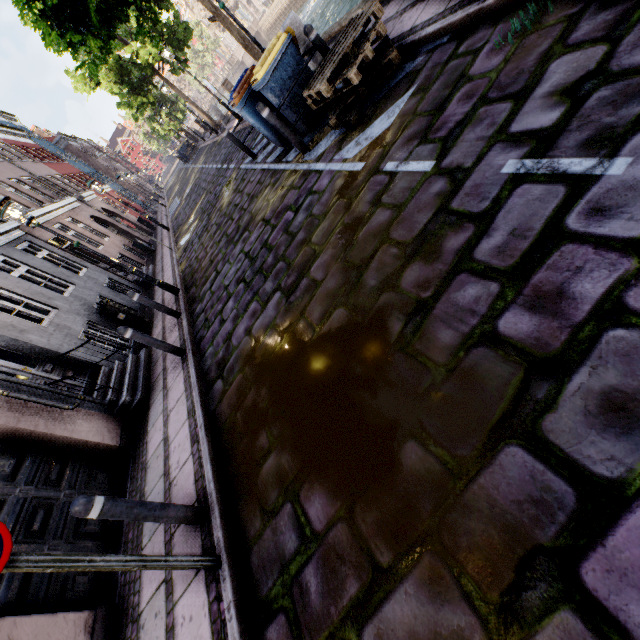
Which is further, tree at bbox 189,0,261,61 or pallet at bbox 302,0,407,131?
tree at bbox 189,0,261,61

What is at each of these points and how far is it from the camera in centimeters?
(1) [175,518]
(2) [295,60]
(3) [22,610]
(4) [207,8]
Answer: (1) bollard, 292cm
(2) trash bin, 544cm
(3) building, 337cm
(4) tree, 888cm

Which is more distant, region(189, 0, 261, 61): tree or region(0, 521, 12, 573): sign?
region(189, 0, 261, 61): tree

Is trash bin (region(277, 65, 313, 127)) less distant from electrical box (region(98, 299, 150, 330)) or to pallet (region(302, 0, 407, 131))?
pallet (region(302, 0, 407, 131))

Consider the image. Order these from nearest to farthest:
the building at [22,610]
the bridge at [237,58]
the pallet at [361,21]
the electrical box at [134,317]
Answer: the building at [22,610], the pallet at [361,21], the electrical box at [134,317], the bridge at [237,58]

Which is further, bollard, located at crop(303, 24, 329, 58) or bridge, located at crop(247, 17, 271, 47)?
bridge, located at crop(247, 17, 271, 47)

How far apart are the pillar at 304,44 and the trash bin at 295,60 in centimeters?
193cm

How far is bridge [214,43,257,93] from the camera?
47.8 meters
